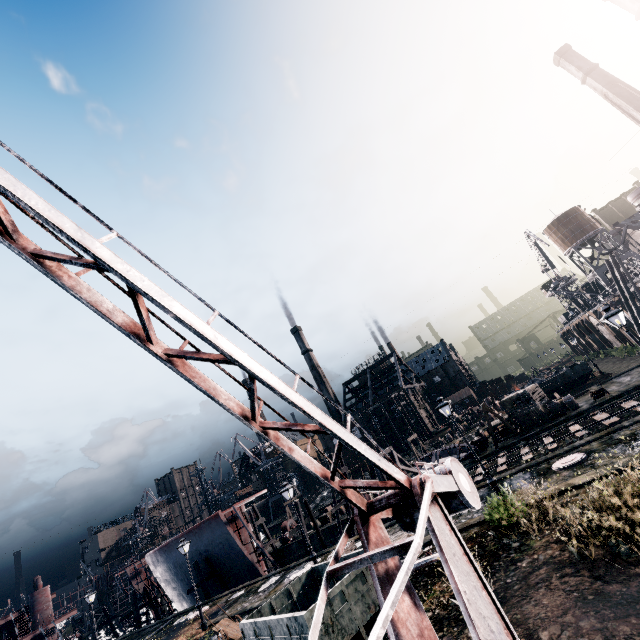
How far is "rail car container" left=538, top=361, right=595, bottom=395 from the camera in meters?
40.7 m

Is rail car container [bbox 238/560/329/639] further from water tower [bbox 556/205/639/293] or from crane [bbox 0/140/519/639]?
water tower [bbox 556/205/639/293]

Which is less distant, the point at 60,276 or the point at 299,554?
Answer: the point at 60,276

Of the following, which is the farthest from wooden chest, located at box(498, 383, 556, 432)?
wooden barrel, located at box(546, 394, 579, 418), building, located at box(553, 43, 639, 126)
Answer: building, located at box(553, 43, 639, 126)

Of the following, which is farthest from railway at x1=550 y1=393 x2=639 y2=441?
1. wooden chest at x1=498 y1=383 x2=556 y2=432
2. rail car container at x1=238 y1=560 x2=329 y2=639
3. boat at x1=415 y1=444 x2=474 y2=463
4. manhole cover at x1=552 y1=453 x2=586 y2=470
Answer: rail car container at x1=238 y1=560 x2=329 y2=639

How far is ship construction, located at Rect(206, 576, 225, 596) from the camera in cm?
3475

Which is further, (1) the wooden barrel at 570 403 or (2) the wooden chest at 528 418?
(2) the wooden chest at 528 418

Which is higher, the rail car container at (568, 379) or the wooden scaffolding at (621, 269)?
the wooden scaffolding at (621, 269)
